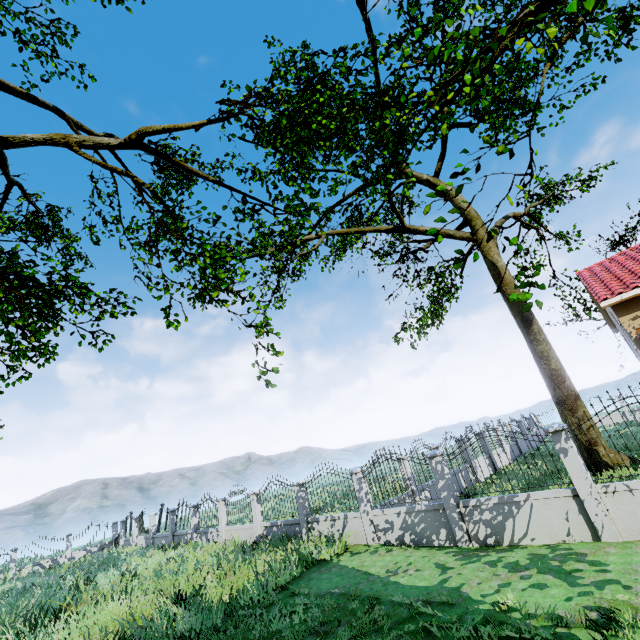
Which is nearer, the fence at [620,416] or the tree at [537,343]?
the tree at [537,343]

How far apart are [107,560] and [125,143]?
24.4 meters

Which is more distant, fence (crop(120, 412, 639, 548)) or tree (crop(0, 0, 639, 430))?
fence (crop(120, 412, 639, 548))

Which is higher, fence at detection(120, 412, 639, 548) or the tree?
the tree
